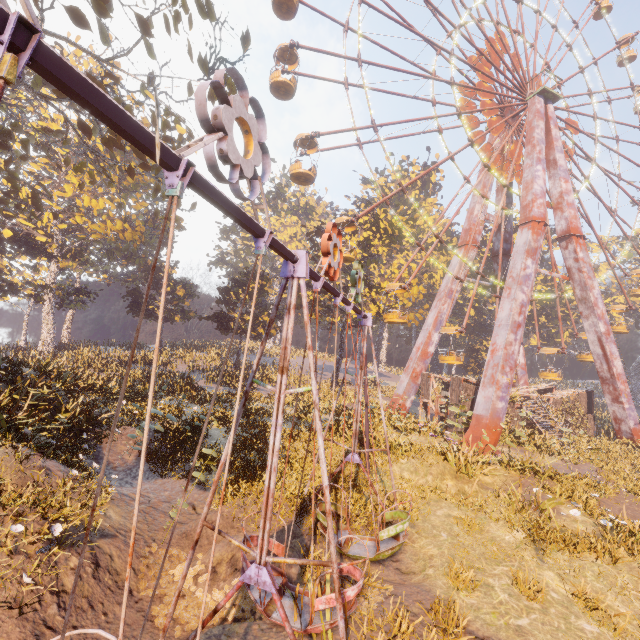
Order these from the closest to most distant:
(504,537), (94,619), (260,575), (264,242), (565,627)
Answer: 1. (264,242)
2. (260,575)
3. (94,619)
4. (565,627)
5. (504,537)

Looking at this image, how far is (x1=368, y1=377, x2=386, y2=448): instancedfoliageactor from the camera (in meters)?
14.63

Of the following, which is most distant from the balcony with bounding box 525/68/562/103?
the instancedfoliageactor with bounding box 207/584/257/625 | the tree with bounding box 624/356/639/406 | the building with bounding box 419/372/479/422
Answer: the tree with bounding box 624/356/639/406

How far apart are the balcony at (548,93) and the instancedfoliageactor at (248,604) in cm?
3522

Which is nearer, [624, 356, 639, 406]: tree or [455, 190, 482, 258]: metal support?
[455, 190, 482, 258]: metal support

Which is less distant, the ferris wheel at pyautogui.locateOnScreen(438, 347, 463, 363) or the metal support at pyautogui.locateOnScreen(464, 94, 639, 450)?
the metal support at pyautogui.locateOnScreen(464, 94, 639, 450)

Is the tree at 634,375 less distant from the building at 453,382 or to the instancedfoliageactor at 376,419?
A: the instancedfoliageactor at 376,419

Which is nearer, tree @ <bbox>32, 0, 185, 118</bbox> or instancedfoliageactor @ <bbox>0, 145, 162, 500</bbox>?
instancedfoliageactor @ <bbox>0, 145, 162, 500</bbox>
